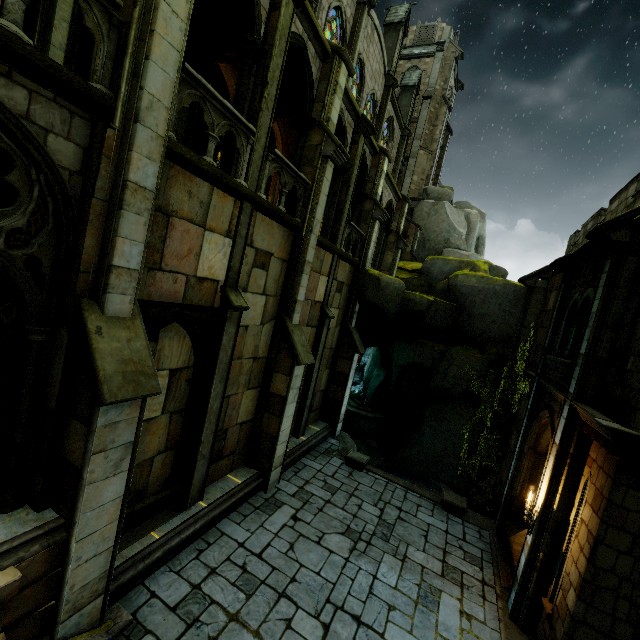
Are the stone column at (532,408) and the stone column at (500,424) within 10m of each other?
yes

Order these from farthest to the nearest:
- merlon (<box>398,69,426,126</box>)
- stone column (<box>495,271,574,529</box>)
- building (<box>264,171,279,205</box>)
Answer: merlon (<box>398,69,426,126</box>) < building (<box>264,171,279,205</box>) < stone column (<box>495,271,574,529</box>)

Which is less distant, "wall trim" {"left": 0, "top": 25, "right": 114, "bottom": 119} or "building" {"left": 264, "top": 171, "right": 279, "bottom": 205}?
"wall trim" {"left": 0, "top": 25, "right": 114, "bottom": 119}

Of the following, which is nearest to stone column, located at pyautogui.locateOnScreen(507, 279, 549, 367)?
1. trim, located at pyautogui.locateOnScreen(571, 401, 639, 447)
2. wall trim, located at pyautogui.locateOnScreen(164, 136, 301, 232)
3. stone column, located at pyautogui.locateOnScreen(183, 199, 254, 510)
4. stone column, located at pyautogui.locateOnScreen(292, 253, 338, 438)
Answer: trim, located at pyautogui.locateOnScreen(571, 401, 639, 447)

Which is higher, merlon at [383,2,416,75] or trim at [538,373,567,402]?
merlon at [383,2,416,75]

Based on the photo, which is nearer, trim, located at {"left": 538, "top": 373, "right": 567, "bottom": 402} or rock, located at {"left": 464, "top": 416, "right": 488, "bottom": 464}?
trim, located at {"left": 538, "top": 373, "right": 567, "bottom": 402}

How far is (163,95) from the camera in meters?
5.1

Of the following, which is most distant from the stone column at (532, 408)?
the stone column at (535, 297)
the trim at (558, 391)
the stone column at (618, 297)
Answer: the stone column at (535, 297)
